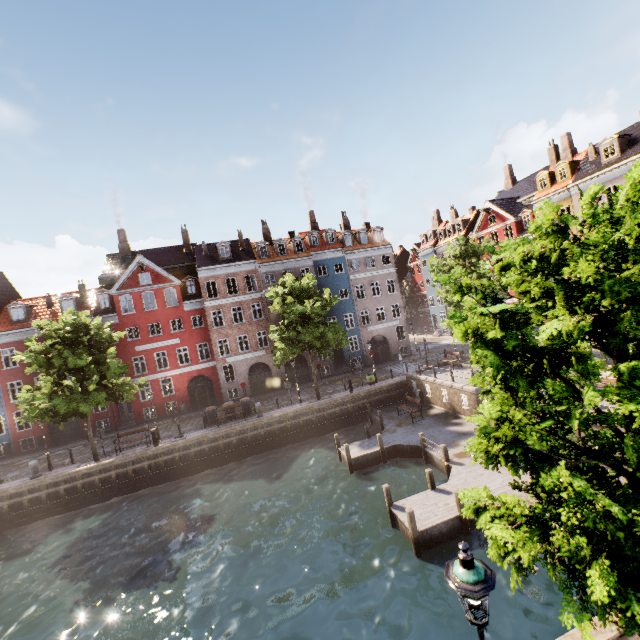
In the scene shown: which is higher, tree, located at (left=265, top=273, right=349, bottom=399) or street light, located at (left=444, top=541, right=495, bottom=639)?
tree, located at (left=265, top=273, right=349, bottom=399)

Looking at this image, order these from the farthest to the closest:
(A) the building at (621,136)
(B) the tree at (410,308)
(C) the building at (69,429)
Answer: (B) the tree at (410,308)
(C) the building at (69,429)
(A) the building at (621,136)

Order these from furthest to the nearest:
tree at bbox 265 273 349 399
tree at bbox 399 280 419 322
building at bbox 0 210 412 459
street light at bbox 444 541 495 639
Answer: tree at bbox 399 280 419 322 < building at bbox 0 210 412 459 < tree at bbox 265 273 349 399 < street light at bbox 444 541 495 639

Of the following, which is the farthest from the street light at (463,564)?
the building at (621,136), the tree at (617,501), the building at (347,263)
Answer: the building at (347,263)

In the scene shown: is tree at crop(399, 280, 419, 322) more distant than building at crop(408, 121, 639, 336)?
Yes

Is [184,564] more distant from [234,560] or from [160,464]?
[160,464]

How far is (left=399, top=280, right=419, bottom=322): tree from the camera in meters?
58.0

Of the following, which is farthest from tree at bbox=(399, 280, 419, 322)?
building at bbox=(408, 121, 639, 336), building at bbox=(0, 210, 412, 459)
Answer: building at bbox=(0, 210, 412, 459)
